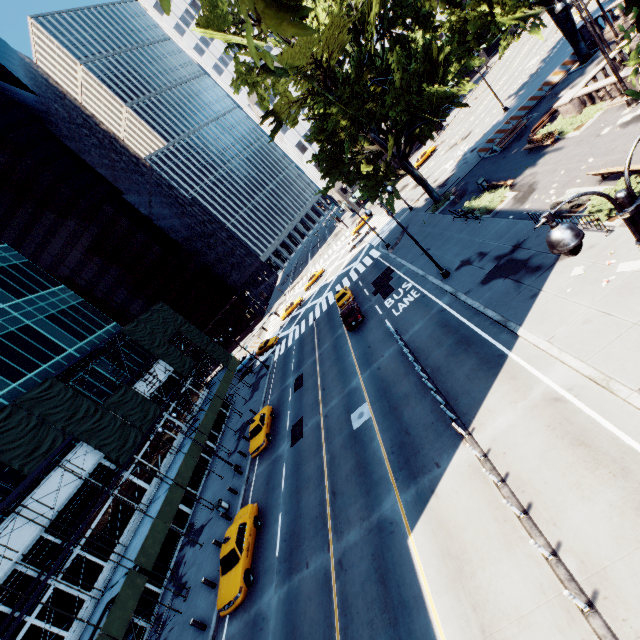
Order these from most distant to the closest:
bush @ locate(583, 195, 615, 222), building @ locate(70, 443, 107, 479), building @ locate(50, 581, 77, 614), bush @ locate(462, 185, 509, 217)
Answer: building @ locate(70, 443, 107, 479), bush @ locate(462, 185, 509, 217), building @ locate(50, 581, 77, 614), bush @ locate(583, 195, 615, 222)

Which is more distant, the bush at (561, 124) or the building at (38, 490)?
the bush at (561, 124)

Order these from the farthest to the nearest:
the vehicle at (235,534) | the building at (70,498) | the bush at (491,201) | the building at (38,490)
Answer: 1. the bush at (491,201)
2. the building at (70,498)
3. the building at (38,490)
4. the vehicle at (235,534)

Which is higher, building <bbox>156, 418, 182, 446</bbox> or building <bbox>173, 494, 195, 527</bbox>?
building <bbox>156, 418, 182, 446</bbox>

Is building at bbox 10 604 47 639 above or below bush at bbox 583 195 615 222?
above

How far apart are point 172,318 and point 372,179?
29.0m

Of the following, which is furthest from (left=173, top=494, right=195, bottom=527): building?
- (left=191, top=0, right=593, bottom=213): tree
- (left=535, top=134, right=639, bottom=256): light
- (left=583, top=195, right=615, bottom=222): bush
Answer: (left=583, top=195, right=615, bottom=222): bush

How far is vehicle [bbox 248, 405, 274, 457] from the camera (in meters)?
25.38
